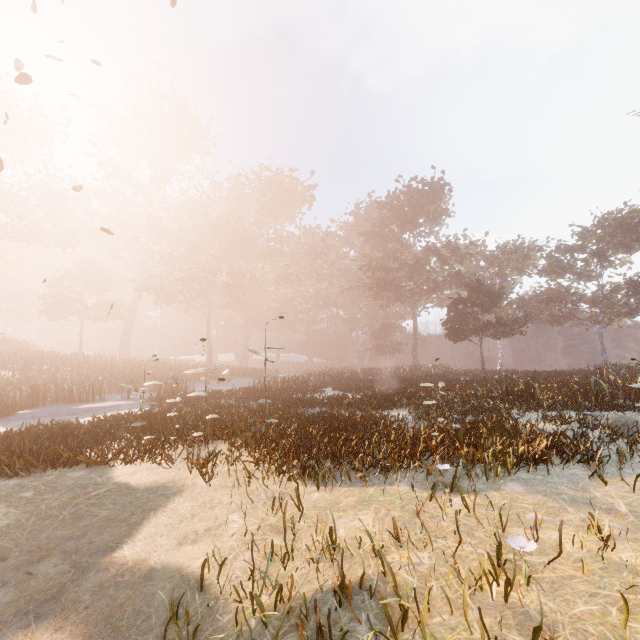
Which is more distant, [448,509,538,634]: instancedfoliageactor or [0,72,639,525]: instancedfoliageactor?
[0,72,639,525]: instancedfoliageactor

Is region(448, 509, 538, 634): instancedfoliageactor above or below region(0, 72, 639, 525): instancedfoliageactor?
below

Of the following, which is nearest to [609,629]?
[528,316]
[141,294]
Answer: [141,294]

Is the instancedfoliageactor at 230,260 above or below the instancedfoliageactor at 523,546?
above

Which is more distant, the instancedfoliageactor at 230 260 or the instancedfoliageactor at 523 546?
the instancedfoliageactor at 230 260

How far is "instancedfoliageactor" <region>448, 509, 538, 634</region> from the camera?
2.5 meters
